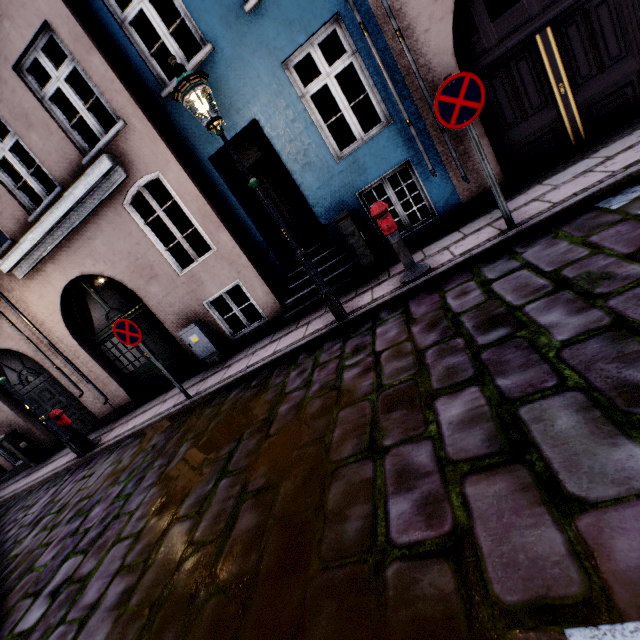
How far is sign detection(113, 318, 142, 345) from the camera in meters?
5.7

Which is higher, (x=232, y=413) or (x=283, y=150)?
(x=283, y=150)

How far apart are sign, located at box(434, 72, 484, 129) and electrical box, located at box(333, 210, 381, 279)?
2.07m

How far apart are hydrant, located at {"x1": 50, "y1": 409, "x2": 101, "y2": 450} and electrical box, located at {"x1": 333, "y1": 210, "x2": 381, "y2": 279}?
7.44m

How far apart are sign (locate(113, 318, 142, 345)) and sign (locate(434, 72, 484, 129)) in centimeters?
561cm

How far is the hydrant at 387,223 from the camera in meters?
4.4

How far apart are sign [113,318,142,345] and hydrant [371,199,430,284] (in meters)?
4.44

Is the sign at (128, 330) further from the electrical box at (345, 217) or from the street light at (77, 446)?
the electrical box at (345, 217)
